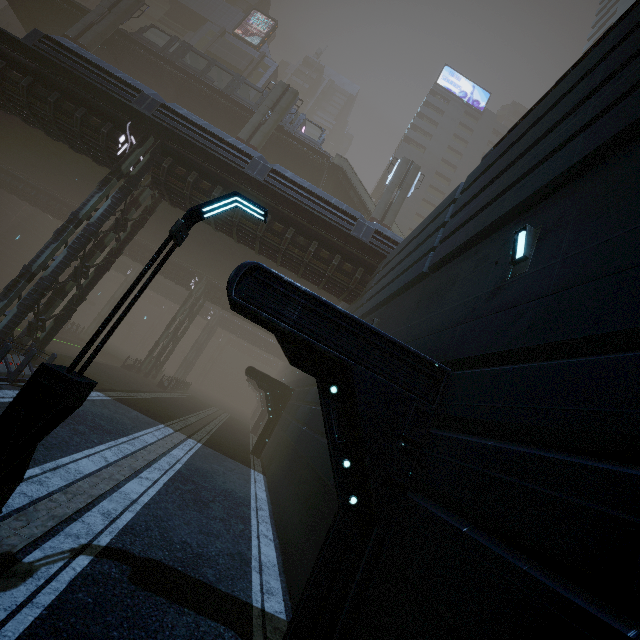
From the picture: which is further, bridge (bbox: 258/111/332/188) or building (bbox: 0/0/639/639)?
bridge (bbox: 258/111/332/188)

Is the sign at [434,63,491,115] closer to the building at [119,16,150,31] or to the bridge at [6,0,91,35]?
the building at [119,16,150,31]

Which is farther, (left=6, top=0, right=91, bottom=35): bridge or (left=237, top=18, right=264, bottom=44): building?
(left=237, top=18, right=264, bottom=44): building

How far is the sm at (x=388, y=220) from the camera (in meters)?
29.78

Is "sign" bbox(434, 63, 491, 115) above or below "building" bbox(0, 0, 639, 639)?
above

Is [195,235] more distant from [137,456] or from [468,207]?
[468,207]

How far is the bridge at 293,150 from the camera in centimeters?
3219cm

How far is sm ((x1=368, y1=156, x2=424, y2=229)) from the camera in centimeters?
2978cm
